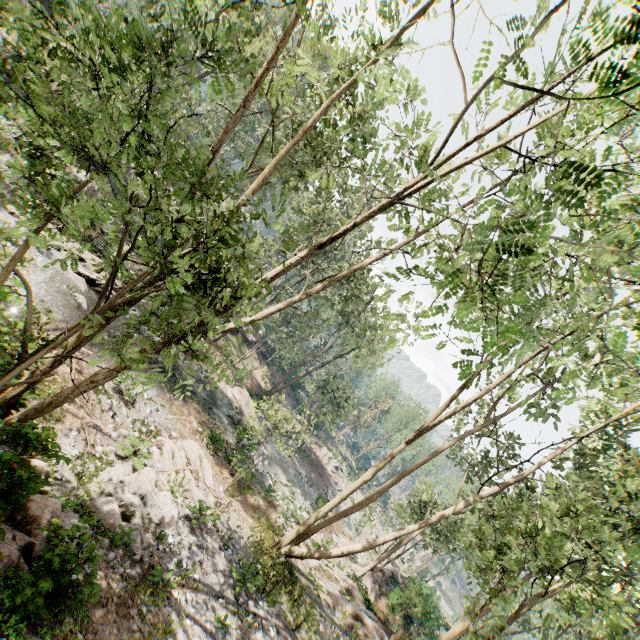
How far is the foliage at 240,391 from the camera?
16.5m

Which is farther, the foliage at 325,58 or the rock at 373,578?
the rock at 373,578

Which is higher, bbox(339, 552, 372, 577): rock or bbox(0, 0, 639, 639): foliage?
bbox(0, 0, 639, 639): foliage

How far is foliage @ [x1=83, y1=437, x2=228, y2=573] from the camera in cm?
933

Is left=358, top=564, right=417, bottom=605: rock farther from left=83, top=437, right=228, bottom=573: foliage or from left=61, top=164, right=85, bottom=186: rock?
left=61, top=164, right=85, bottom=186: rock

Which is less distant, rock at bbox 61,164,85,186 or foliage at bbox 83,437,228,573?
foliage at bbox 83,437,228,573

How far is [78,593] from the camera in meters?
5.7 m

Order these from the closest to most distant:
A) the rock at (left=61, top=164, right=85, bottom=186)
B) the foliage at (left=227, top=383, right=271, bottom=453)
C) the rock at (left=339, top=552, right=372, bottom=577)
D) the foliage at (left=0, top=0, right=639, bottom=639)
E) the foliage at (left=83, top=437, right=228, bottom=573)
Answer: the foliage at (left=0, top=0, right=639, bottom=639), the foliage at (left=83, top=437, right=228, bottom=573), the foliage at (left=227, top=383, right=271, bottom=453), the rock at (left=61, top=164, right=85, bottom=186), the rock at (left=339, top=552, right=372, bottom=577)
